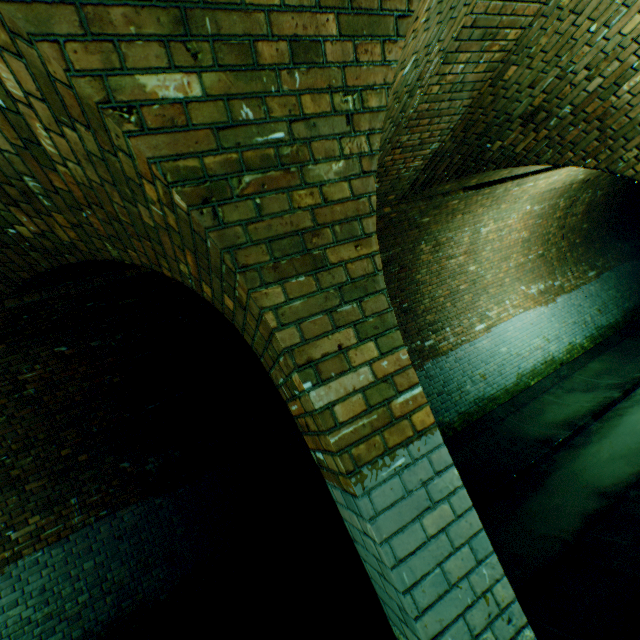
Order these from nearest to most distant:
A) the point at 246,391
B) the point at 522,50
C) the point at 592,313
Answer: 1. the point at 522,50
2. the point at 246,391
3. the point at 592,313

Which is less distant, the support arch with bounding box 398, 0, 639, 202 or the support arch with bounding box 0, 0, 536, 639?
the support arch with bounding box 0, 0, 536, 639

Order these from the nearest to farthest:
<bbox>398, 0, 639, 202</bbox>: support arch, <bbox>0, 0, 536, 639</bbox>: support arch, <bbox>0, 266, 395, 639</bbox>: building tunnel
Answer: <bbox>0, 0, 536, 639</bbox>: support arch < <bbox>398, 0, 639, 202</bbox>: support arch < <bbox>0, 266, 395, 639</bbox>: building tunnel

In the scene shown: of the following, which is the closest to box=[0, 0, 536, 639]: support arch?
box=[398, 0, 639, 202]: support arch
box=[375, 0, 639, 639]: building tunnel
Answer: box=[375, 0, 639, 639]: building tunnel

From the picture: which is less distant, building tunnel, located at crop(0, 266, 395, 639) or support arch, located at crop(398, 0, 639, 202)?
support arch, located at crop(398, 0, 639, 202)

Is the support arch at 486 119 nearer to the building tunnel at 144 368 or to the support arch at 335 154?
the building tunnel at 144 368

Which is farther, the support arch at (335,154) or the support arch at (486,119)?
the support arch at (486,119)
